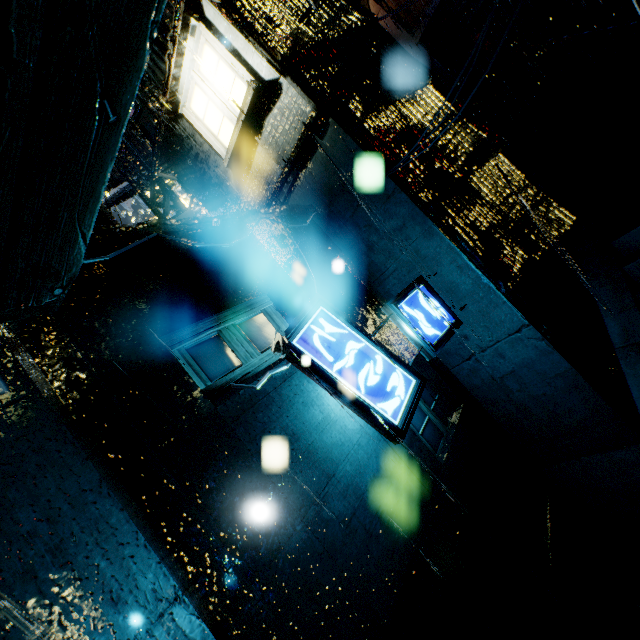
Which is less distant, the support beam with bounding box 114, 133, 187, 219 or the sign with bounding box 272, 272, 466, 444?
the sign with bounding box 272, 272, 466, 444

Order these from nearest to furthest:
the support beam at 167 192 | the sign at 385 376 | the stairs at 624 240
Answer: the sign at 385 376 → the stairs at 624 240 → the support beam at 167 192

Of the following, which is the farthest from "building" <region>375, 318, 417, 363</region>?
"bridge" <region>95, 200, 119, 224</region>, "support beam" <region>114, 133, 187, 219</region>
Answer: "support beam" <region>114, 133, 187, 219</region>

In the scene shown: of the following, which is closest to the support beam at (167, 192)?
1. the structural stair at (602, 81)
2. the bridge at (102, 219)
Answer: the bridge at (102, 219)

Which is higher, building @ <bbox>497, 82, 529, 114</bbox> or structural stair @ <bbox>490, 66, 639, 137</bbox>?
building @ <bbox>497, 82, 529, 114</bbox>

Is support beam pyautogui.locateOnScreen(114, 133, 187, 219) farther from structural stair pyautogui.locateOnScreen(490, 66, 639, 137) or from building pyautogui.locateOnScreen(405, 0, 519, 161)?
structural stair pyautogui.locateOnScreen(490, 66, 639, 137)

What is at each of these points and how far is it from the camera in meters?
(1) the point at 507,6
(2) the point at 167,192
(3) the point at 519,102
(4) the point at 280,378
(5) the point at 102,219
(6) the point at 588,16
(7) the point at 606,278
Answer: (1) building, 16.5
(2) support beam, 11.2
(3) building, 17.7
(4) building, 4.8
(5) bridge, 5.8
(6) building, 14.7
(7) structural stair, 5.8

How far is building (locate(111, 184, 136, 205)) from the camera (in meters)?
39.97
